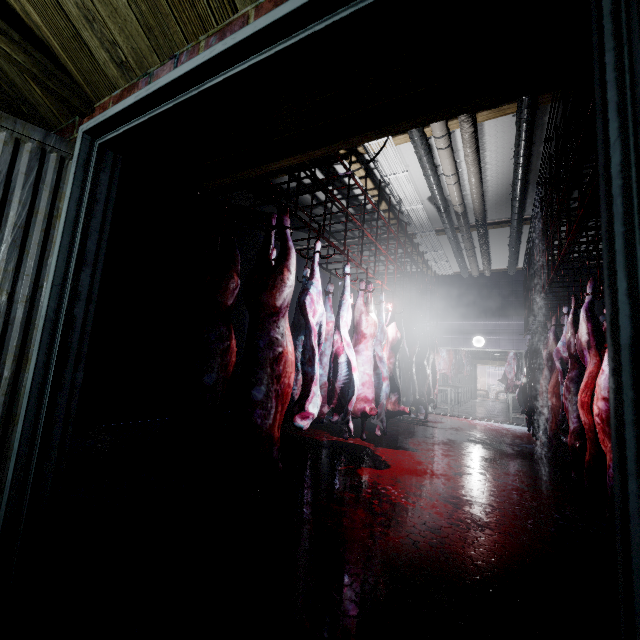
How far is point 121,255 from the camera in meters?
5.0

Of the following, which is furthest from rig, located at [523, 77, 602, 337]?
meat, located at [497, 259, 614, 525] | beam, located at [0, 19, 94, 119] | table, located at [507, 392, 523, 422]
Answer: table, located at [507, 392, 523, 422]

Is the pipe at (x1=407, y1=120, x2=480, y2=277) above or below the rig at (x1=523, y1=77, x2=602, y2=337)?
above

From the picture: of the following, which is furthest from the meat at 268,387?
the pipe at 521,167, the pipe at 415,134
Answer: the pipe at 521,167

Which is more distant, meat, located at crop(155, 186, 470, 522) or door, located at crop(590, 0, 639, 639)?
meat, located at crop(155, 186, 470, 522)

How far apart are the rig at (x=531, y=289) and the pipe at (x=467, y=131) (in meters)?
0.82

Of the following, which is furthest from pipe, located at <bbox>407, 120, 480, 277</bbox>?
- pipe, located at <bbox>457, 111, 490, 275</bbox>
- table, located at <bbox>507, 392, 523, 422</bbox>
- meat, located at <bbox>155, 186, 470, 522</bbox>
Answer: table, located at <bbox>507, 392, 523, 422</bbox>

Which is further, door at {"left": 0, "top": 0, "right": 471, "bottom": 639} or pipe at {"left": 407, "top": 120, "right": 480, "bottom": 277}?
pipe at {"left": 407, "top": 120, "right": 480, "bottom": 277}
